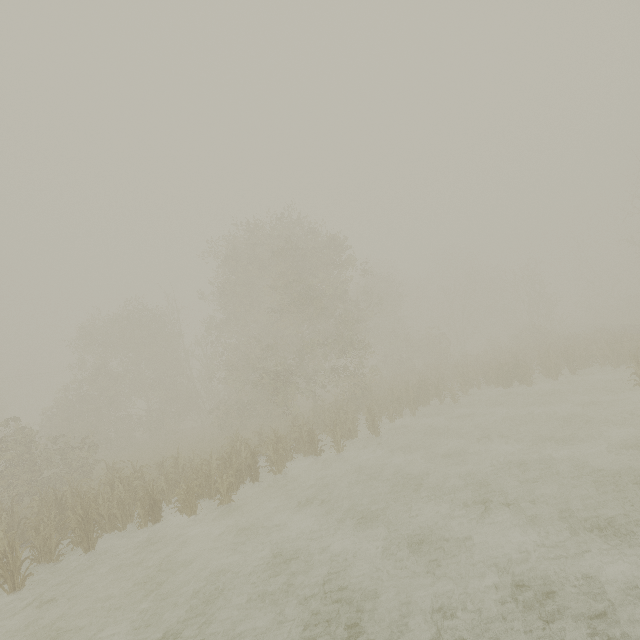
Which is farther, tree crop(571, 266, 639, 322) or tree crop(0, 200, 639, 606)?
tree crop(571, 266, 639, 322)

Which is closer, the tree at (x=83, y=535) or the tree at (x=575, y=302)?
the tree at (x=83, y=535)

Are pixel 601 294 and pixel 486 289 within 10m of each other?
no
